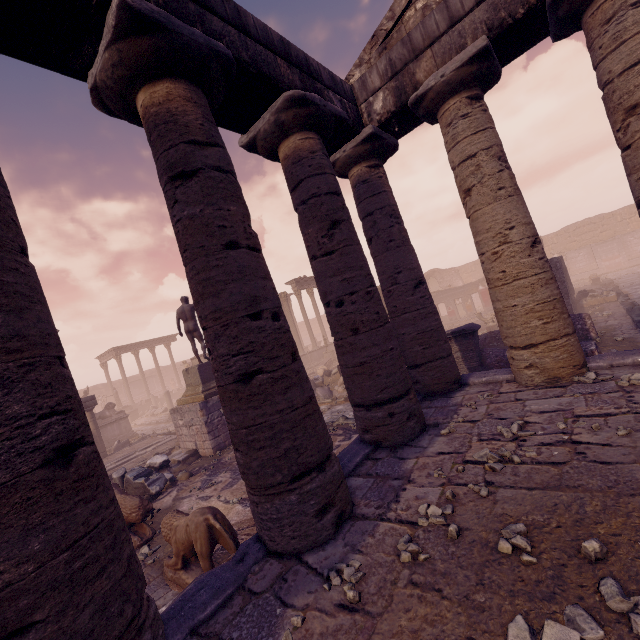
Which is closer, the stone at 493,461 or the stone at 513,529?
the stone at 513,529

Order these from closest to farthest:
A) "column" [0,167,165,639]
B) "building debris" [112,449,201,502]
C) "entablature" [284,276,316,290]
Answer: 1. "column" [0,167,165,639]
2. "building debris" [112,449,201,502]
3. "entablature" [284,276,316,290]

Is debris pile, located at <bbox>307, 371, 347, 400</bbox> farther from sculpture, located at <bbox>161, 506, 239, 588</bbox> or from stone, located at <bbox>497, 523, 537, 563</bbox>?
stone, located at <bbox>497, 523, 537, 563</bbox>

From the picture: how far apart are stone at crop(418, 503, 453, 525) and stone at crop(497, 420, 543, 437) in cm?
144

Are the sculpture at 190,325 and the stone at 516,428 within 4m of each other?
no

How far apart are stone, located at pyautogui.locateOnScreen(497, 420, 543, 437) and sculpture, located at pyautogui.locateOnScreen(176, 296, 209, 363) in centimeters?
1044cm

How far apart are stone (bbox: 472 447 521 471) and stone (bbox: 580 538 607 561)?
1.2 meters

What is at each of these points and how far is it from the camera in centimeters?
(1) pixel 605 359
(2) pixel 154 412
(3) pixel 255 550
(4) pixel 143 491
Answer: (1) building base, 528cm
(2) building debris, 2791cm
(3) building base, 330cm
(4) building debris, 813cm
